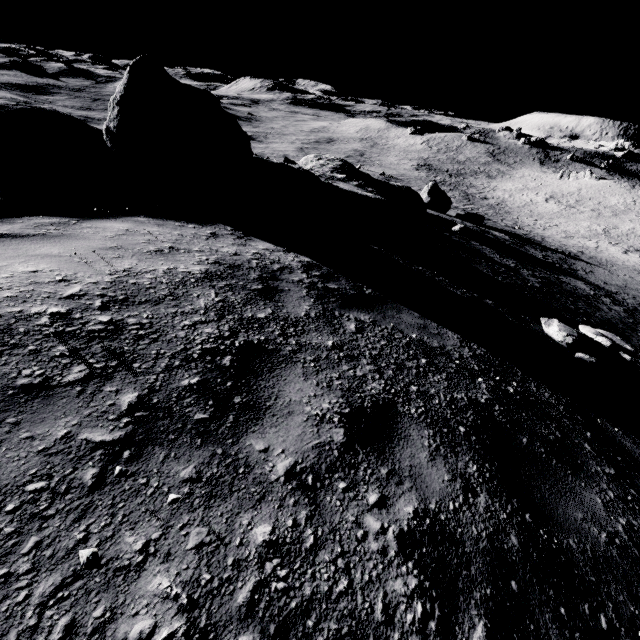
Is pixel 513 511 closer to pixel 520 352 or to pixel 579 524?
pixel 579 524

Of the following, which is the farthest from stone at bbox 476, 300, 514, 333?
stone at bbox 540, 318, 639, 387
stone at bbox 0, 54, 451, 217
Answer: stone at bbox 0, 54, 451, 217

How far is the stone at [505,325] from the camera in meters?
5.8 m

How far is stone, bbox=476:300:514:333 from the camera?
5.78m

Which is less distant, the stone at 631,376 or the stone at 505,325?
the stone at 505,325

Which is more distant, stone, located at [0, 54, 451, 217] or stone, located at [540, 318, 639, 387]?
stone, located at [540, 318, 639, 387]

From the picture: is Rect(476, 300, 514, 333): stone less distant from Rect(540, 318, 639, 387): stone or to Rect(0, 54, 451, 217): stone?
Rect(540, 318, 639, 387): stone
